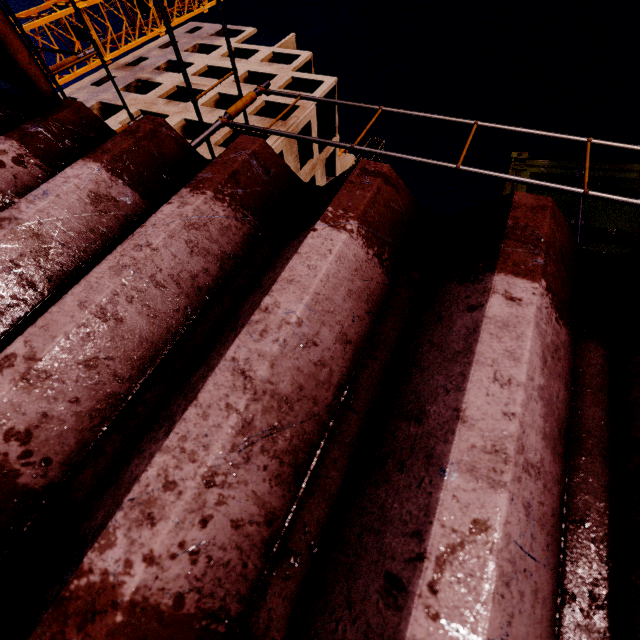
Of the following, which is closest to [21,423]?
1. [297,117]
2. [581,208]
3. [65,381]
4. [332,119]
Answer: [65,381]

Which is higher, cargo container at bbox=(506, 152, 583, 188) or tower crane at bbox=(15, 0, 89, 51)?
tower crane at bbox=(15, 0, 89, 51)

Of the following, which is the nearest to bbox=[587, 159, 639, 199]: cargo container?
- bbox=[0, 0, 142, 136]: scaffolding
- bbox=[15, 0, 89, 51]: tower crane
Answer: bbox=[0, 0, 142, 136]: scaffolding

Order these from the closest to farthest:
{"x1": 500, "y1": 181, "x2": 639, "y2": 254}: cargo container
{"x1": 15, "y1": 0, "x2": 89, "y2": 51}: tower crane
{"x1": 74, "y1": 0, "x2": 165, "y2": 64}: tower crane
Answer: {"x1": 500, "y1": 181, "x2": 639, "y2": 254}: cargo container < {"x1": 15, "y1": 0, "x2": 89, "y2": 51}: tower crane < {"x1": 74, "y1": 0, "x2": 165, "y2": 64}: tower crane

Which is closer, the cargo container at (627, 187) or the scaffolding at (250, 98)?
the scaffolding at (250, 98)

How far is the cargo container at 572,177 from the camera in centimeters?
289cm

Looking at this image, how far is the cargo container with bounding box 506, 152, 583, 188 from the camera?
2.9 meters
